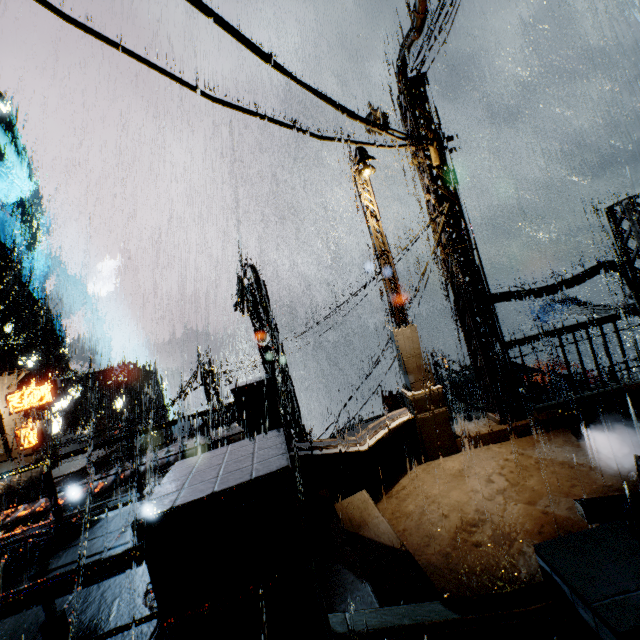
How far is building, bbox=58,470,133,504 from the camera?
10.3 meters

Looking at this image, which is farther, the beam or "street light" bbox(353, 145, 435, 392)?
the beam

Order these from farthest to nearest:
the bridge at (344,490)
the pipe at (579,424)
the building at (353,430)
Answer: the building at (353,430)
the pipe at (579,424)
the bridge at (344,490)

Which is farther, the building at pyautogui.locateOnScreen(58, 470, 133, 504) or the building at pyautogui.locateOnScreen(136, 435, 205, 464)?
the building at pyautogui.locateOnScreen(136, 435, 205, 464)

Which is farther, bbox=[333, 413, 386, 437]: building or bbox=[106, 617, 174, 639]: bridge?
bbox=[333, 413, 386, 437]: building

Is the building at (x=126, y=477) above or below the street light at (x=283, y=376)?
below

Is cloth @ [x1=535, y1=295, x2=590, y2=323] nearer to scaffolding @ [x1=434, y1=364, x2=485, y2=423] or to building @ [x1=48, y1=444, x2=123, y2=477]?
building @ [x1=48, y1=444, x2=123, y2=477]

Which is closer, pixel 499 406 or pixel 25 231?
pixel 499 406
